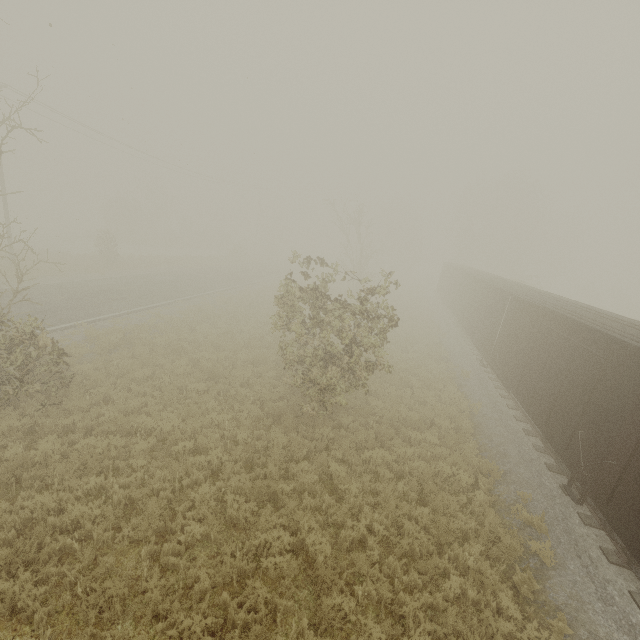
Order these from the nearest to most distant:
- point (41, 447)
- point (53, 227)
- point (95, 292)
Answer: point (41, 447) → point (95, 292) → point (53, 227)

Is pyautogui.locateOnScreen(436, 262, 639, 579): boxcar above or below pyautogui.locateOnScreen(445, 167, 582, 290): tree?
below

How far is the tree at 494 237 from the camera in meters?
44.8 m

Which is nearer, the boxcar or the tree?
the boxcar

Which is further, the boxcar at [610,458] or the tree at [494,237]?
the tree at [494,237]

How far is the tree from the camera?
44.8 meters
